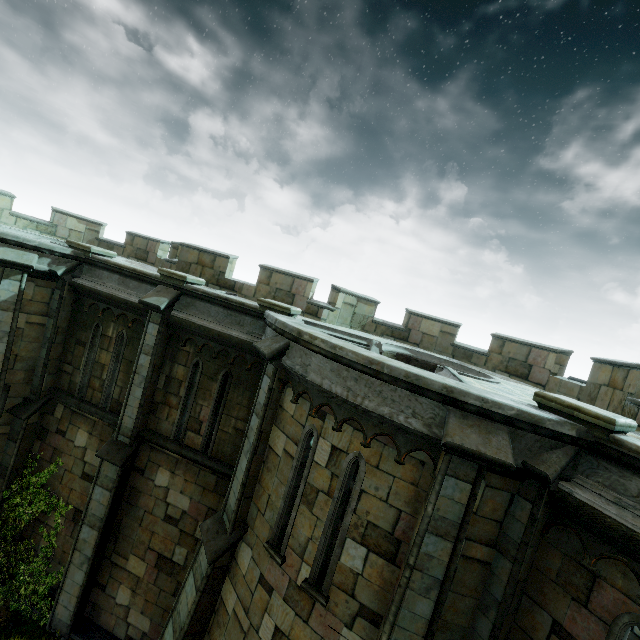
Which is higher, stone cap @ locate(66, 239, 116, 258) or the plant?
stone cap @ locate(66, 239, 116, 258)

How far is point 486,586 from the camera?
4.9 meters

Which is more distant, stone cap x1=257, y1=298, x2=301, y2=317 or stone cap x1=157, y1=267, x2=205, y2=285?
stone cap x1=157, y1=267, x2=205, y2=285

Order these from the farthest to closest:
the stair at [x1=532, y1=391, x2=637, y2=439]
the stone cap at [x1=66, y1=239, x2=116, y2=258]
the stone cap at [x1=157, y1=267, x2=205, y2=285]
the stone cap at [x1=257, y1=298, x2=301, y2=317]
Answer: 1. the stone cap at [x1=66, y1=239, x2=116, y2=258]
2. the stone cap at [x1=157, y1=267, x2=205, y2=285]
3. the stone cap at [x1=257, y1=298, x2=301, y2=317]
4. the stair at [x1=532, y1=391, x2=637, y2=439]

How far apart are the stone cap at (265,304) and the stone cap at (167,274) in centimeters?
218cm

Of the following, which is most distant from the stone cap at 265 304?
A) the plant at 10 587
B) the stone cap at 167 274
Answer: the plant at 10 587

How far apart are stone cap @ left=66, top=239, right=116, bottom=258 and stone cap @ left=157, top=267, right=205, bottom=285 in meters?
2.4

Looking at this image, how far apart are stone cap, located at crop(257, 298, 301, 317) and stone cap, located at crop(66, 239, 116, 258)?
5.61m
